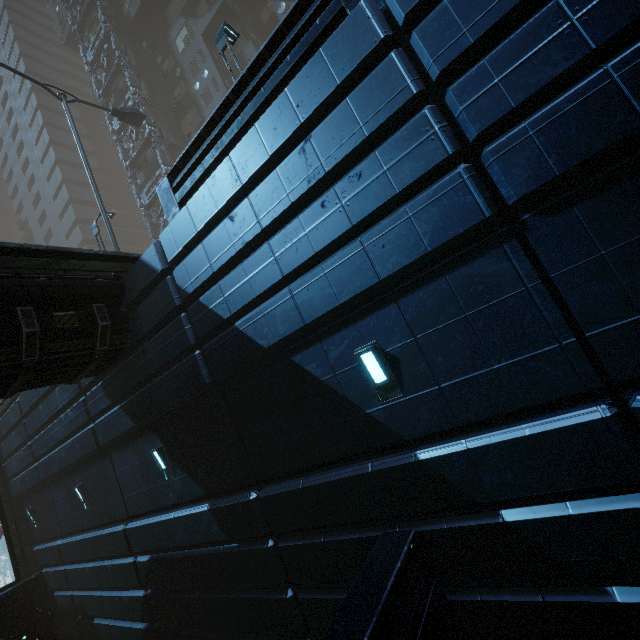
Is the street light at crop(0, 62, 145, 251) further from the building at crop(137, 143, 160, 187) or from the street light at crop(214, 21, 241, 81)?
the street light at crop(214, 21, 241, 81)

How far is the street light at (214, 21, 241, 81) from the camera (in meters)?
9.62

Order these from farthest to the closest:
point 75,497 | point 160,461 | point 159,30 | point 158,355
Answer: point 159,30, point 75,497, point 160,461, point 158,355

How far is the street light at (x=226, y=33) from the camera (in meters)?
9.62

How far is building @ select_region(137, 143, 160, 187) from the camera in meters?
27.9 m

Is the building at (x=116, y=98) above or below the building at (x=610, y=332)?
above

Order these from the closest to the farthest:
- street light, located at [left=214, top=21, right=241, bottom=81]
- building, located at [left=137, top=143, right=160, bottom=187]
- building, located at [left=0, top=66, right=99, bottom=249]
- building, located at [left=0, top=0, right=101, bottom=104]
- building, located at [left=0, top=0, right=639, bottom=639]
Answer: building, located at [left=0, top=0, right=639, bottom=639] < street light, located at [left=214, top=21, right=241, bottom=81] < building, located at [left=137, top=143, right=160, bottom=187] < building, located at [left=0, top=0, right=101, bottom=104] < building, located at [left=0, top=66, right=99, bottom=249]
